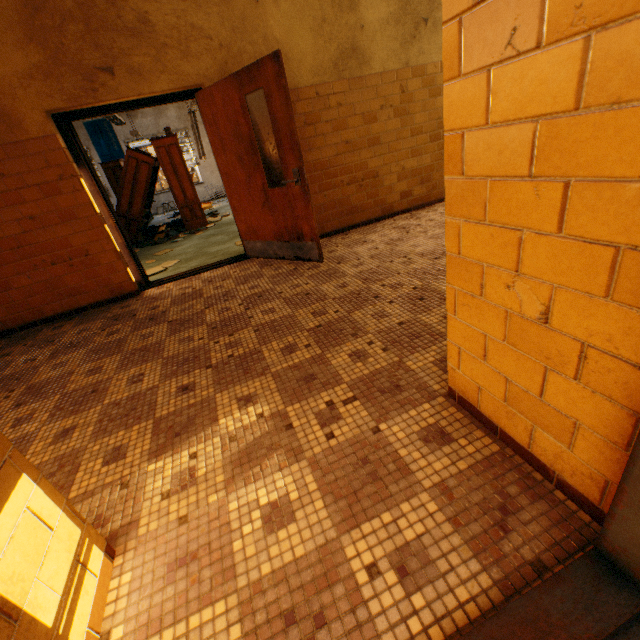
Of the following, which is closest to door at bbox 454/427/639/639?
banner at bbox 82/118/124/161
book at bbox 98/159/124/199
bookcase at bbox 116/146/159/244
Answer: bookcase at bbox 116/146/159/244

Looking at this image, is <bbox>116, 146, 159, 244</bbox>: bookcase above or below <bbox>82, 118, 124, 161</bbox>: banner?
below

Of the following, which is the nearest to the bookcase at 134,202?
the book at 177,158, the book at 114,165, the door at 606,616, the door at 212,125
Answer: the book at 177,158

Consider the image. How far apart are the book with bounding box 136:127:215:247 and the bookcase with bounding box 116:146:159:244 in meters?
0.0 m

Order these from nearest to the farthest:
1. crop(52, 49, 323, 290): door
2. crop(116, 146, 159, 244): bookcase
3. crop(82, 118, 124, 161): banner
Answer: crop(52, 49, 323, 290): door
crop(116, 146, 159, 244): bookcase
crop(82, 118, 124, 161): banner

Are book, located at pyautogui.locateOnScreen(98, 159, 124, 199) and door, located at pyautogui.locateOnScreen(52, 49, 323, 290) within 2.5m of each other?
no

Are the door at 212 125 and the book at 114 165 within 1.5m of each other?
no

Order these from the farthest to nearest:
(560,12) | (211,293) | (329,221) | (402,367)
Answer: (329,221) → (211,293) → (402,367) → (560,12)
